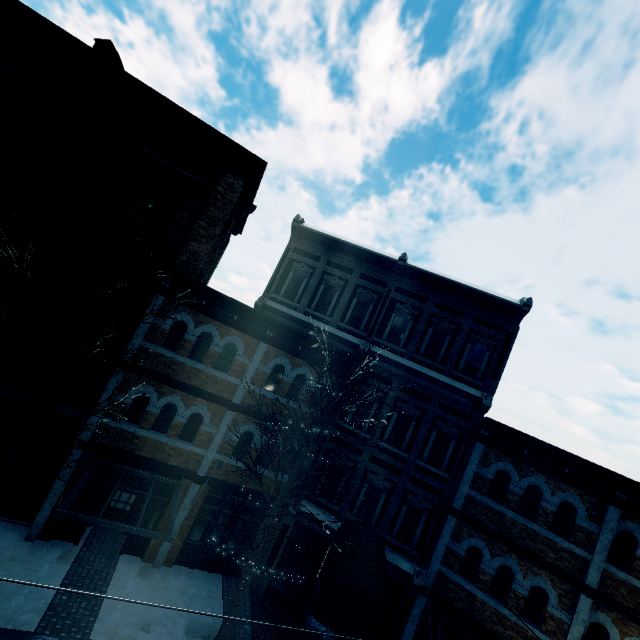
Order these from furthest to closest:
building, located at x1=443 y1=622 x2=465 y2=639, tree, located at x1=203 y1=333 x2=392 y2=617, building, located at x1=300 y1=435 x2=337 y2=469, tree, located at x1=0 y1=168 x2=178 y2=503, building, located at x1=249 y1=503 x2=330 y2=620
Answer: building, located at x1=300 y1=435 x2=337 y2=469 < building, located at x1=249 y1=503 x2=330 y2=620 < building, located at x1=443 y1=622 x2=465 y2=639 < tree, located at x1=203 y1=333 x2=392 y2=617 < tree, located at x1=0 y1=168 x2=178 y2=503

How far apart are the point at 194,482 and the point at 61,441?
4.7m

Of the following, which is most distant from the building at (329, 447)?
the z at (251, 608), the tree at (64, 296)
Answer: the tree at (64, 296)

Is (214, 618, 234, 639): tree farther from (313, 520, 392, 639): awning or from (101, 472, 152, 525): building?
(313, 520, 392, 639): awning

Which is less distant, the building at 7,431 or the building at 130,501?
the building at 7,431

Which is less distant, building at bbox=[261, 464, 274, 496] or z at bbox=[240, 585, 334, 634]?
z at bbox=[240, 585, 334, 634]

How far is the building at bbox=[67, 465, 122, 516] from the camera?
10.82m
